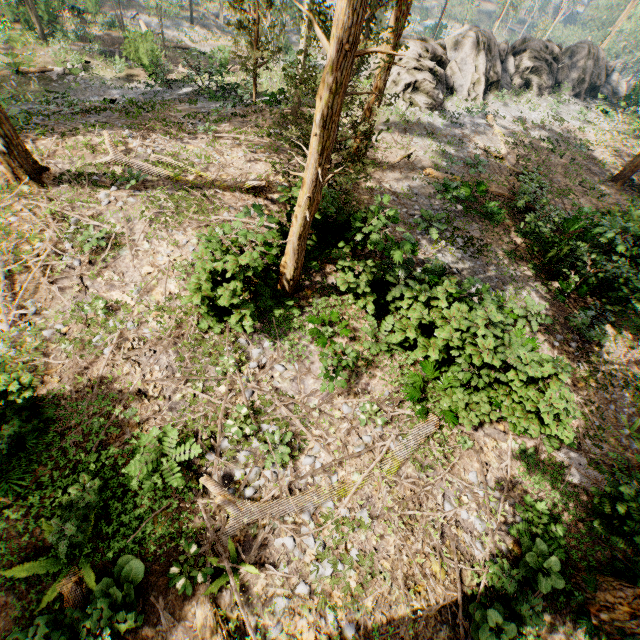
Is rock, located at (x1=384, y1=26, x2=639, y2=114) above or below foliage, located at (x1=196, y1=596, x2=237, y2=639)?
above

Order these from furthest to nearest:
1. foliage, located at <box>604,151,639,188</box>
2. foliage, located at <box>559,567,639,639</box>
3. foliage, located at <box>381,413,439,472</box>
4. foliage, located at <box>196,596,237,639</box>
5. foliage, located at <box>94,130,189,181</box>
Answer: foliage, located at <box>604,151,639,188</box> → foliage, located at <box>94,130,189,181</box> → foliage, located at <box>381,413,439,472</box> → foliage, located at <box>559,567,639,639</box> → foliage, located at <box>196,596,237,639</box>

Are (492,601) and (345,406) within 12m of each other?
yes

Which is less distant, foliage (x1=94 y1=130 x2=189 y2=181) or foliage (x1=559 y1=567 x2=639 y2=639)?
foliage (x1=559 y1=567 x2=639 y2=639)

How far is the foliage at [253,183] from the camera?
12.8 meters

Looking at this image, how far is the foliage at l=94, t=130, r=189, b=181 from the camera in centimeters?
1255cm

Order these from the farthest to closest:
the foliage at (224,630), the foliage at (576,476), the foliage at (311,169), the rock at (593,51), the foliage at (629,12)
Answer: the foliage at (629,12), the rock at (593,51), the foliage at (576,476), the foliage at (224,630), the foliage at (311,169)
